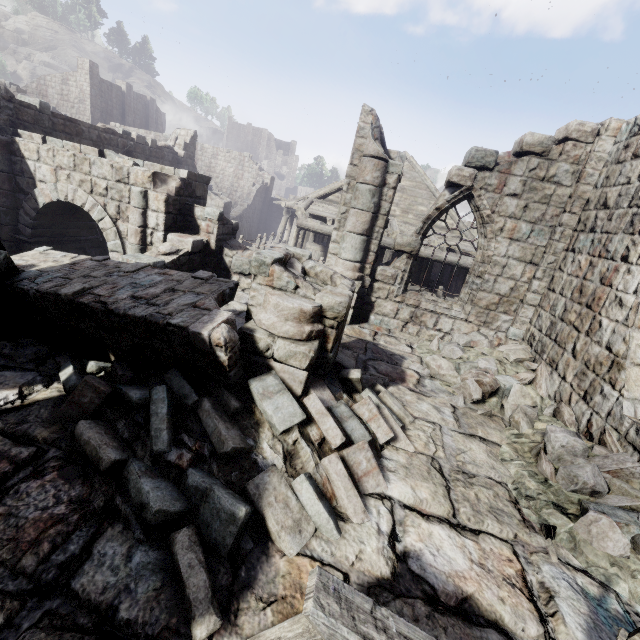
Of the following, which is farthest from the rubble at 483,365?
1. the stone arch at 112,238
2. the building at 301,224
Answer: the stone arch at 112,238

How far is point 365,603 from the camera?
1.7 meters

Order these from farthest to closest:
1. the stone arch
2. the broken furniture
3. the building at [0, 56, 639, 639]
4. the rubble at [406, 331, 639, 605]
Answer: the stone arch < the rubble at [406, 331, 639, 605] < the building at [0, 56, 639, 639] < the broken furniture

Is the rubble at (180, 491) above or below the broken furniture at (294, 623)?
below

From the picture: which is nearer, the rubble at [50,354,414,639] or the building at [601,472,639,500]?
the rubble at [50,354,414,639]

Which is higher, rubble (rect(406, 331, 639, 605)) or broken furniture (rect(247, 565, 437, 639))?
broken furniture (rect(247, 565, 437, 639))

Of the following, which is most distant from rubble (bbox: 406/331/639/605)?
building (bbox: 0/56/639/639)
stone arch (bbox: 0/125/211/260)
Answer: stone arch (bbox: 0/125/211/260)
